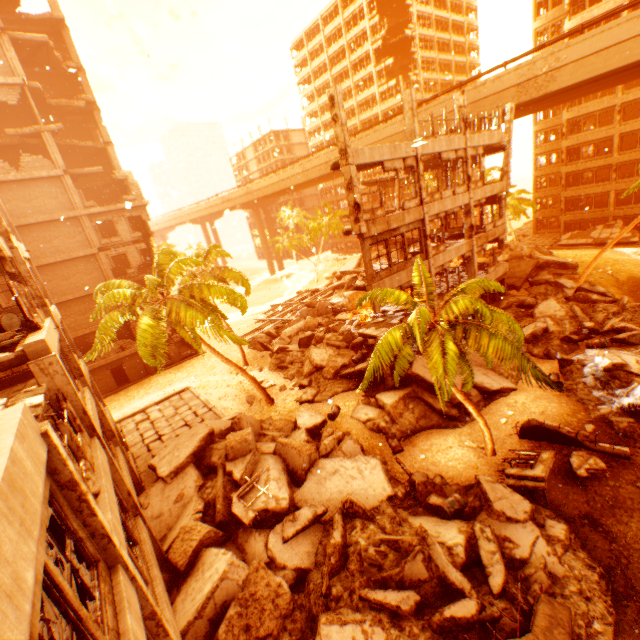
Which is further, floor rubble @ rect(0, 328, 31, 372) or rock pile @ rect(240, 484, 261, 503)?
rock pile @ rect(240, 484, 261, 503)

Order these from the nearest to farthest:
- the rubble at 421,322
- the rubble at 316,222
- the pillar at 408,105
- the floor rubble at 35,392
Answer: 1. the floor rubble at 35,392
2. the rubble at 421,322
3. the pillar at 408,105
4. the rubble at 316,222

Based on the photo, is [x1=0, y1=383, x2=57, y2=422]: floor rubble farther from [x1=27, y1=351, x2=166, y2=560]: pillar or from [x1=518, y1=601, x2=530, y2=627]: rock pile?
[x1=518, y1=601, x2=530, y2=627]: rock pile

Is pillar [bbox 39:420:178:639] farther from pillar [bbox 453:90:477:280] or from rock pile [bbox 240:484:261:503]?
pillar [bbox 453:90:477:280]

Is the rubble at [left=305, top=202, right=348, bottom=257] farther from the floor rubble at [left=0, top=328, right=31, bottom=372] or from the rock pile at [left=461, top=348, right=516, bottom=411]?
the floor rubble at [left=0, top=328, right=31, bottom=372]

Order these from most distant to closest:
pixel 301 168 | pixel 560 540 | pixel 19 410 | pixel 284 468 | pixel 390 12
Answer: pixel 390 12 < pixel 301 168 < pixel 284 468 < pixel 560 540 < pixel 19 410

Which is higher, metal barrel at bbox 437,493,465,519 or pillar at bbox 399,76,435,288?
pillar at bbox 399,76,435,288

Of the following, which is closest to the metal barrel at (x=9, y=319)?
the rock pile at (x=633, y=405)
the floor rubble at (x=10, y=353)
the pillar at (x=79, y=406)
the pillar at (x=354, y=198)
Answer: the floor rubble at (x=10, y=353)
